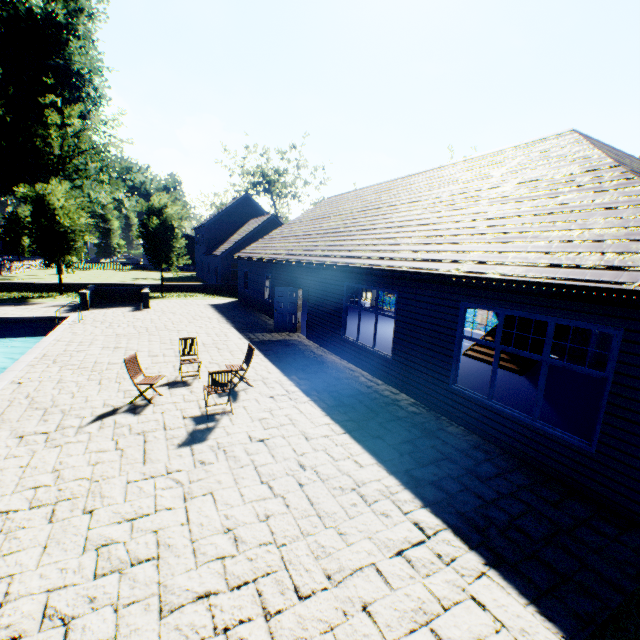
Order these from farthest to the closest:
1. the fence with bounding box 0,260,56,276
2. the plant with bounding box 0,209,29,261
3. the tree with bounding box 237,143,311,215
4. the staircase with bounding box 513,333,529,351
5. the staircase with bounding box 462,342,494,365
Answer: the tree with bounding box 237,143,311,215
the plant with bounding box 0,209,29,261
the fence with bounding box 0,260,56,276
the staircase with bounding box 462,342,494,365
the staircase with bounding box 513,333,529,351

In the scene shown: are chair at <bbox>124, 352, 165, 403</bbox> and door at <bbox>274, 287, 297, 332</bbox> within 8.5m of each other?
yes

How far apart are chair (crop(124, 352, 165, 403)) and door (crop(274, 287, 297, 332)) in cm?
771

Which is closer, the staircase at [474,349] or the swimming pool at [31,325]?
the swimming pool at [31,325]

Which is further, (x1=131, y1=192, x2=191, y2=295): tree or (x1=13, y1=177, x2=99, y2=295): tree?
(x1=131, y1=192, x2=191, y2=295): tree

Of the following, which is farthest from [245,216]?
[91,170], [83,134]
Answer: [91,170]

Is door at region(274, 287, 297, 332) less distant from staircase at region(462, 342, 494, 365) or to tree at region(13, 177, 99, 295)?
staircase at region(462, 342, 494, 365)

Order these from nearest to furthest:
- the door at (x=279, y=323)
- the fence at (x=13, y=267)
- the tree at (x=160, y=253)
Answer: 1. the door at (x=279, y=323)
2. the tree at (x=160, y=253)
3. the fence at (x=13, y=267)
